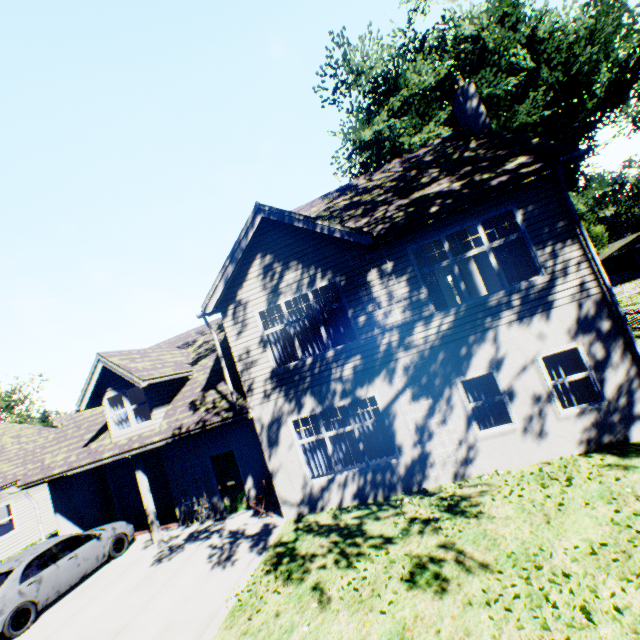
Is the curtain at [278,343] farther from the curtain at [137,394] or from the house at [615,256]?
the house at [615,256]

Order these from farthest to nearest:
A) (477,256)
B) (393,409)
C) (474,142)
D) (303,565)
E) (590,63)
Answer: (590,63) → (477,256) → (474,142) → (393,409) → (303,565)

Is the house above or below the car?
above

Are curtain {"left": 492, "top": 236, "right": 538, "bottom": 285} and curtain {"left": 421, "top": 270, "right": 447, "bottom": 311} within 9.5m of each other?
yes

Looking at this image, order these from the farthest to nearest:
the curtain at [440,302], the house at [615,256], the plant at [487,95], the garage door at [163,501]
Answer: the house at [615,256]
the plant at [487,95]
the garage door at [163,501]
the curtain at [440,302]

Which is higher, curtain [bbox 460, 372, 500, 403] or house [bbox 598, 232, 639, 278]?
house [bbox 598, 232, 639, 278]

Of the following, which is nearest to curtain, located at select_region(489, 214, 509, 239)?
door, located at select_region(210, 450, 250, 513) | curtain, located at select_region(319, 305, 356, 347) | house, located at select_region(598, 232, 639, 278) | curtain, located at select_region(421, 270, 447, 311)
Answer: curtain, located at select_region(421, 270, 447, 311)

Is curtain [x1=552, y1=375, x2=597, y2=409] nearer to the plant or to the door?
the door
